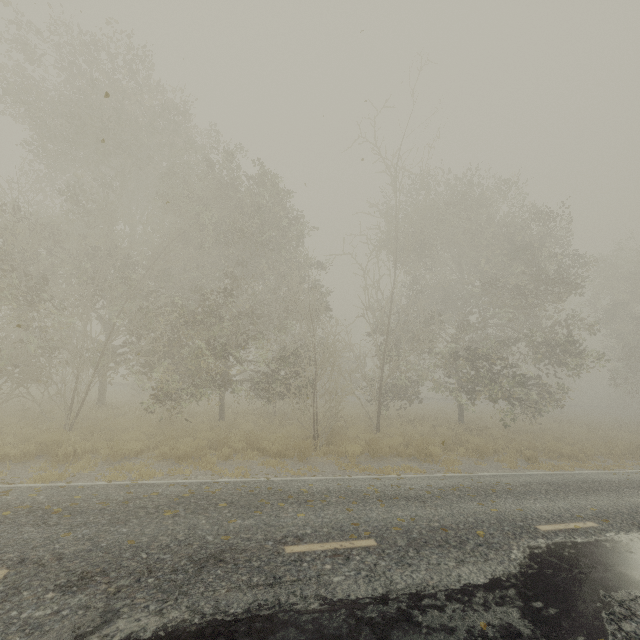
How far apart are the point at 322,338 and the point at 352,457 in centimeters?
953cm
